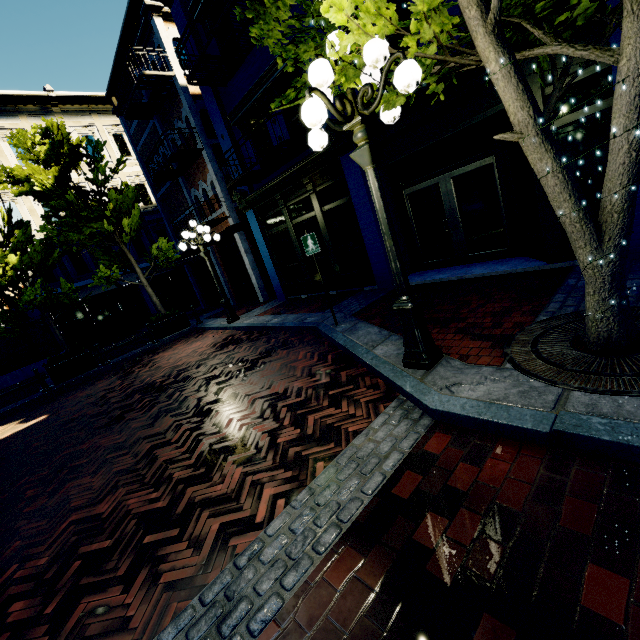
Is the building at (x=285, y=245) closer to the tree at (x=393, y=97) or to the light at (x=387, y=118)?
the tree at (x=393, y=97)

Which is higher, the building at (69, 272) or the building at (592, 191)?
the building at (69, 272)

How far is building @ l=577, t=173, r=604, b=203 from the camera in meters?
5.1

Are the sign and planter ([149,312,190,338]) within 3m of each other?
no

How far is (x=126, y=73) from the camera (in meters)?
11.91

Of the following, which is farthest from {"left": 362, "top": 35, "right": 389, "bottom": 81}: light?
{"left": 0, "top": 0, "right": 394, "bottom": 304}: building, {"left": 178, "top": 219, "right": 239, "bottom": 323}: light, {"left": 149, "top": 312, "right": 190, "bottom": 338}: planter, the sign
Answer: {"left": 149, "top": 312, "right": 190, "bottom": 338}: planter

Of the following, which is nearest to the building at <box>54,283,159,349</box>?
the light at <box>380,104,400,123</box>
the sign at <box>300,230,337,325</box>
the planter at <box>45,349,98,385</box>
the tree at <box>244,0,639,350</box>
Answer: the tree at <box>244,0,639,350</box>

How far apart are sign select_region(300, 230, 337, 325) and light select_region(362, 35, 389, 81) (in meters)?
2.43
